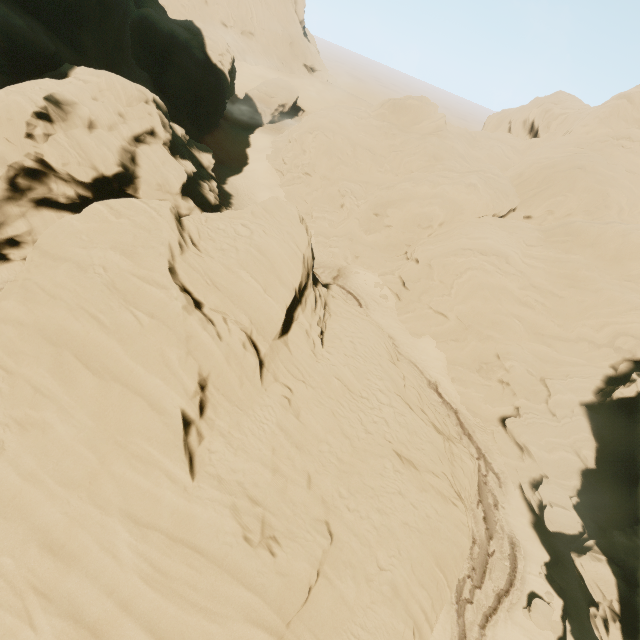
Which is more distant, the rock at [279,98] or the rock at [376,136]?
the rock at [279,98]

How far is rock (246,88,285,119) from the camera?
59.25m

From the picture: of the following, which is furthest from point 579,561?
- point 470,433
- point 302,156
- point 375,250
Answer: point 302,156

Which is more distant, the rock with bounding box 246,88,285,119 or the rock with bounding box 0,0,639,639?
the rock with bounding box 246,88,285,119

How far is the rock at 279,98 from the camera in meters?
59.2 m
